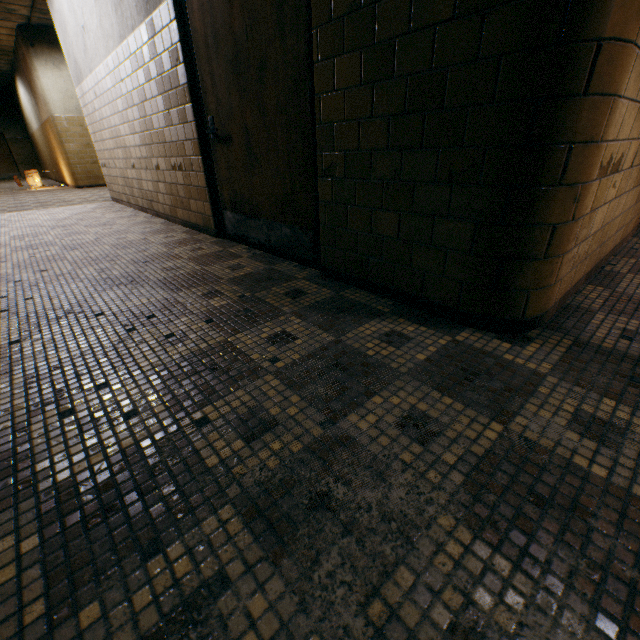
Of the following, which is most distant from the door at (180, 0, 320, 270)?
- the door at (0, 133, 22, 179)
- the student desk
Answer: the door at (0, 133, 22, 179)

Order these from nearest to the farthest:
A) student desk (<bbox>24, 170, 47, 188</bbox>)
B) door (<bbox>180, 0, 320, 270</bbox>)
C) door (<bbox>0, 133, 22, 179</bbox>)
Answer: door (<bbox>180, 0, 320, 270</bbox>), student desk (<bbox>24, 170, 47, 188</bbox>), door (<bbox>0, 133, 22, 179</bbox>)

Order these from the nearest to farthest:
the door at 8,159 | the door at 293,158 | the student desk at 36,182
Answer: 1. the door at 293,158
2. the student desk at 36,182
3. the door at 8,159

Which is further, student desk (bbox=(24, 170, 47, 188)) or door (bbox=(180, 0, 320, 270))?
student desk (bbox=(24, 170, 47, 188))

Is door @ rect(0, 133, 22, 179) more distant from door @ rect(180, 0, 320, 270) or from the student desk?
door @ rect(180, 0, 320, 270)

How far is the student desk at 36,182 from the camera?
10.54m

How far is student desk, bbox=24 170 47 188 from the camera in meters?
10.5

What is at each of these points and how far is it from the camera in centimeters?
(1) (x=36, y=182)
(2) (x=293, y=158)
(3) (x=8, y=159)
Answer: (1) student desk, 1076cm
(2) door, 229cm
(3) door, 1714cm
